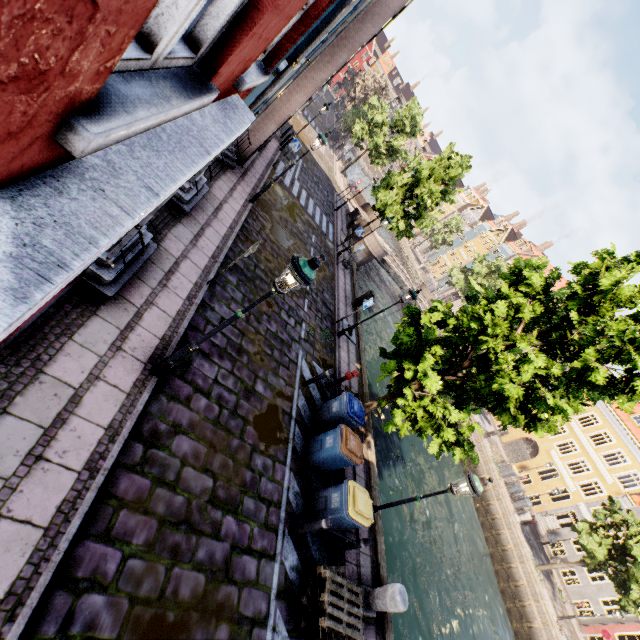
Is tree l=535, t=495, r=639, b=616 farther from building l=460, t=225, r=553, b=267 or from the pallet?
building l=460, t=225, r=553, b=267

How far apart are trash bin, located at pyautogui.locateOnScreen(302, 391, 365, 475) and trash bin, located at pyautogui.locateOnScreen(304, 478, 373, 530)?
0.43m

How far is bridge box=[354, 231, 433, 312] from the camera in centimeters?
2841cm

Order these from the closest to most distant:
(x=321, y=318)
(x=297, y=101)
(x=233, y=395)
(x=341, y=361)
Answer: (x=233, y=395)
(x=297, y=101)
(x=341, y=361)
(x=321, y=318)

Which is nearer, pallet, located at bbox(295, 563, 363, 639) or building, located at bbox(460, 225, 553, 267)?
pallet, located at bbox(295, 563, 363, 639)

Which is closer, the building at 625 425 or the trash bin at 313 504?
the trash bin at 313 504

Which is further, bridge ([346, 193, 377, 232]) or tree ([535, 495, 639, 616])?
bridge ([346, 193, 377, 232])

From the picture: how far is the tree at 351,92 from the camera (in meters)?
18.55
